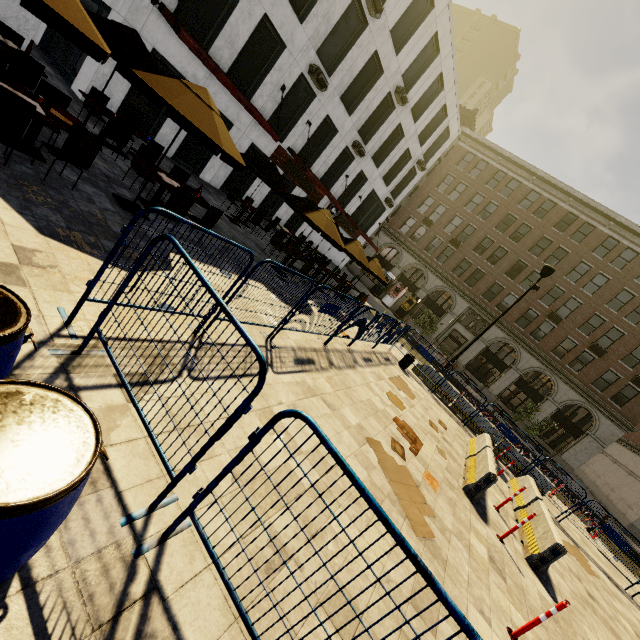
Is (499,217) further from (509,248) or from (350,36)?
(350,36)

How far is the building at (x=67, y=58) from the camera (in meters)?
11.03

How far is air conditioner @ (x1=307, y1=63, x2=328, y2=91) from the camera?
15.40m

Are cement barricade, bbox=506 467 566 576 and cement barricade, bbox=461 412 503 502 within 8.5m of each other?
yes

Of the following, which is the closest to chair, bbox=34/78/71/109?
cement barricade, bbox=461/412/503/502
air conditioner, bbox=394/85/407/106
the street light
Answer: cement barricade, bbox=461/412/503/502

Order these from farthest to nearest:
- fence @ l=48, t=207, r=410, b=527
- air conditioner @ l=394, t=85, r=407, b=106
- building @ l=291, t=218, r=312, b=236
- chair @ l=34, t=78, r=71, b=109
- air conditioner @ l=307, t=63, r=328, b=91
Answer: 1. building @ l=291, t=218, r=312, b=236
2. air conditioner @ l=394, t=85, r=407, b=106
3. air conditioner @ l=307, t=63, r=328, b=91
4. chair @ l=34, t=78, r=71, b=109
5. fence @ l=48, t=207, r=410, b=527

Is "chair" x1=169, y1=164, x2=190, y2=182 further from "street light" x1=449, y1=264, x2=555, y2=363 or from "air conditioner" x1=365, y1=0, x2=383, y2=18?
"street light" x1=449, y1=264, x2=555, y2=363

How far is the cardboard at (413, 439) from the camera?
7.8m
